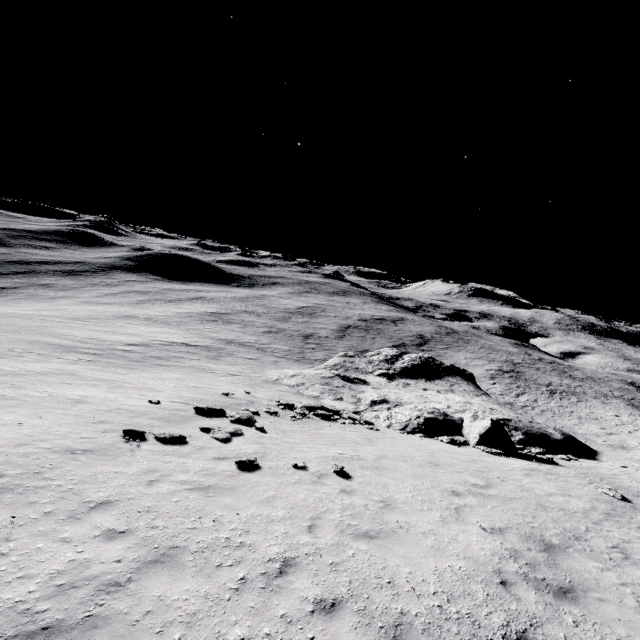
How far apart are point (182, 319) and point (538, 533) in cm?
6051

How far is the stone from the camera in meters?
Result: 20.2

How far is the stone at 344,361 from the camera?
20.2 meters
